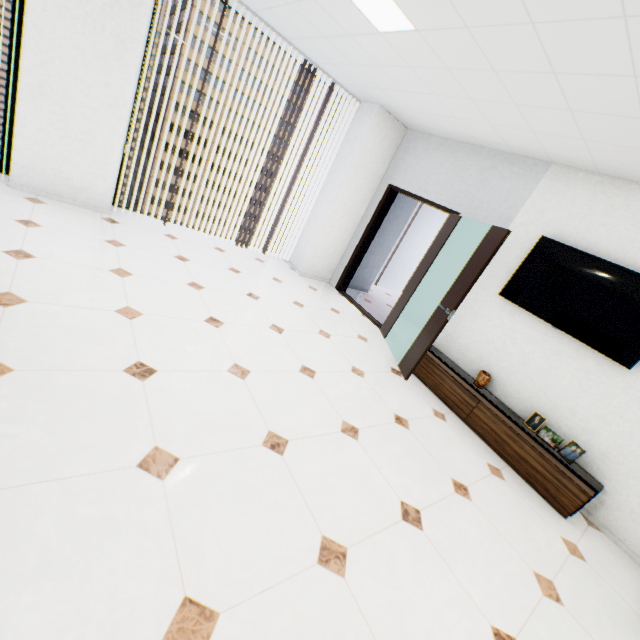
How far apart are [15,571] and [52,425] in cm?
67

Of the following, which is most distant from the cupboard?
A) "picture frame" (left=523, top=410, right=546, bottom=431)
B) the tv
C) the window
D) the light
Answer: the window

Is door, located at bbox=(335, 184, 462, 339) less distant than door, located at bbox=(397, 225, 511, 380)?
No

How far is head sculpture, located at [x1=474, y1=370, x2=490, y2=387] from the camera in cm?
391

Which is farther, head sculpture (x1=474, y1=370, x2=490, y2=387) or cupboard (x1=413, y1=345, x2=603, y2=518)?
head sculpture (x1=474, y1=370, x2=490, y2=387)

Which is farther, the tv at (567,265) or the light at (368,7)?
the tv at (567,265)

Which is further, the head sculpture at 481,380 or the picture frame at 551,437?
the head sculpture at 481,380

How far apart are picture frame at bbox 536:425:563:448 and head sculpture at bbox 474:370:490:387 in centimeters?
55cm
